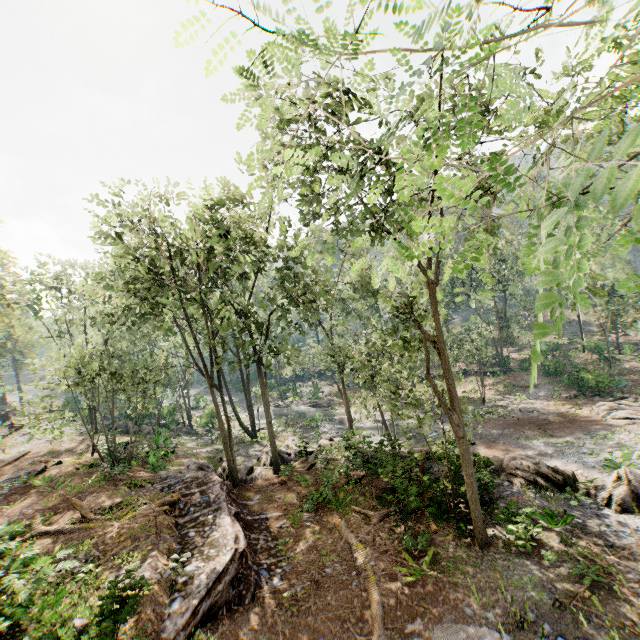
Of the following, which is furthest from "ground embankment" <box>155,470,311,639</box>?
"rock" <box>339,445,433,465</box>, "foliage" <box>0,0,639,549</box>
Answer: "rock" <box>339,445,433,465</box>

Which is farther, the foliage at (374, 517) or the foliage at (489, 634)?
the foliage at (374, 517)

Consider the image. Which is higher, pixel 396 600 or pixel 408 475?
pixel 408 475

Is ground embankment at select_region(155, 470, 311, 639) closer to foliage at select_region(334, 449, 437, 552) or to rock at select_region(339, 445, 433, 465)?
foliage at select_region(334, 449, 437, 552)

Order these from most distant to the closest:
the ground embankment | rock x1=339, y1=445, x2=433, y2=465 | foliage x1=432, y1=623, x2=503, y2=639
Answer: rock x1=339, y1=445, x2=433, y2=465 → the ground embankment → foliage x1=432, y1=623, x2=503, y2=639
